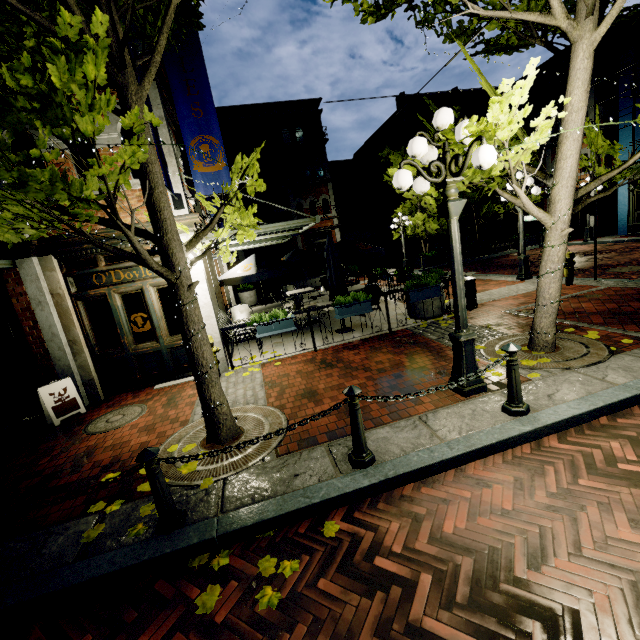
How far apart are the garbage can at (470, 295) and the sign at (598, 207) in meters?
4.0 m

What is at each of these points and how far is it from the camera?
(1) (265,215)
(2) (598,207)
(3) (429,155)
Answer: (1) building, 23.0 meters
(2) sign, 9.2 meters
(3) light, 4.2 meters

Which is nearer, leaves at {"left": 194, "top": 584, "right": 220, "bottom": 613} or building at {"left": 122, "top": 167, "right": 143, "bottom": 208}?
leaves at {"left": 194, "top": 584, "right": 220, "bottom": 613}

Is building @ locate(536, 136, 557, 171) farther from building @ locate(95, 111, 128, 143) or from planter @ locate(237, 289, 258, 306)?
planter @ locate(237, 289, 258, 306)

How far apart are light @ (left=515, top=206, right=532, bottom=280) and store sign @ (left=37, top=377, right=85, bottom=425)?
13.43m

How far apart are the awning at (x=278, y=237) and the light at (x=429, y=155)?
4.6m

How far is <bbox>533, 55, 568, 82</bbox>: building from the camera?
20.88m

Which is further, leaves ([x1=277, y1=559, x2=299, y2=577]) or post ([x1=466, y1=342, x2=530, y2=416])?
post ([x1=466, y1=342, x2=530, y2=416])
